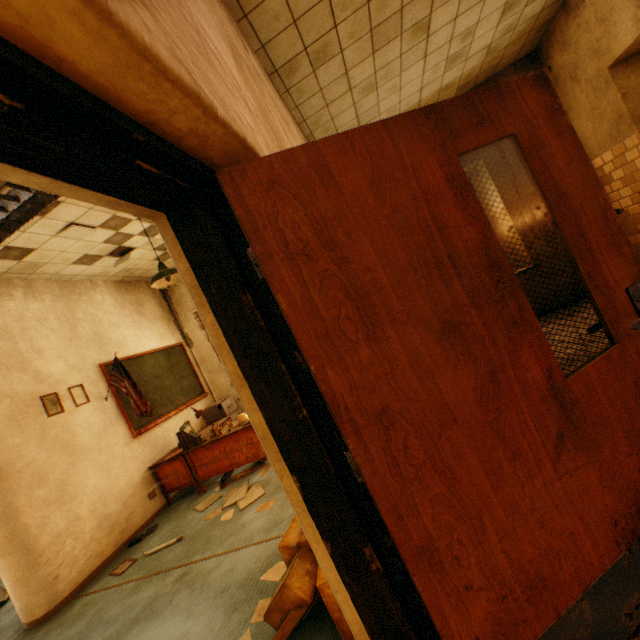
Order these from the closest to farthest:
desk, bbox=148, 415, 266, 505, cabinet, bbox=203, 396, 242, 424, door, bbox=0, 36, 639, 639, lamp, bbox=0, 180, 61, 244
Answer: door, bbox=0, 36, 639, 639 < lamp, bbox=0, 180, 61, 244 < desk, bbox=148, 415, 266, 505 < cabinet, bbox=203, 396, 242, 424

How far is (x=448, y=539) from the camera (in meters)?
1.05

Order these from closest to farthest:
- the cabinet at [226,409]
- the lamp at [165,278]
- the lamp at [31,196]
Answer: the lamp at [31,196] < the lamp at [165,278] < the cabinet at [226,409]

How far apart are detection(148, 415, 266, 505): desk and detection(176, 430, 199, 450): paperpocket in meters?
0.0 m

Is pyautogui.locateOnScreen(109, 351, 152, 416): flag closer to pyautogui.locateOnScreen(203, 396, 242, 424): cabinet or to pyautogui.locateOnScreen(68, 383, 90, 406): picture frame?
pyautogui.locateOnScreen(68, 383, 90, 406): picture frame

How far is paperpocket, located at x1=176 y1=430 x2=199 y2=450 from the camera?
4.8m

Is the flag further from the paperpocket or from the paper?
the paper

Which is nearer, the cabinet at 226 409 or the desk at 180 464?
the desk at 180 464
